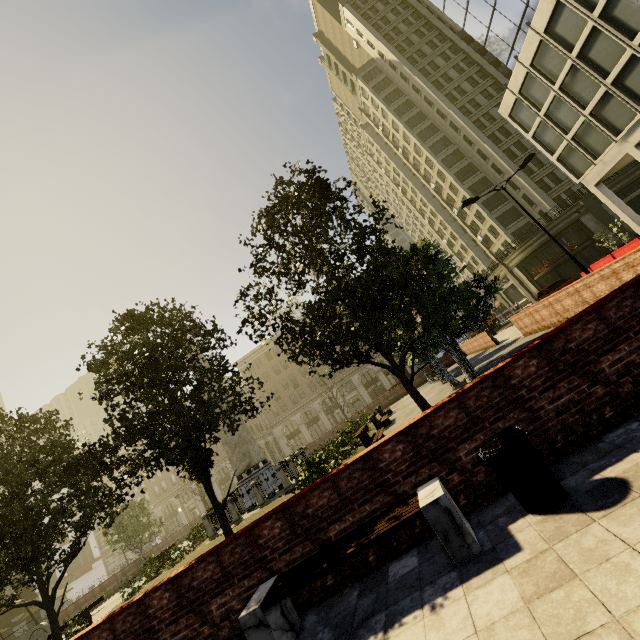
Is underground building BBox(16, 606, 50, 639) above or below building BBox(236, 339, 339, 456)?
below

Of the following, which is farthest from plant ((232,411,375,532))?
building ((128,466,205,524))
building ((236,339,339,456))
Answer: building ((128,466,205,524))

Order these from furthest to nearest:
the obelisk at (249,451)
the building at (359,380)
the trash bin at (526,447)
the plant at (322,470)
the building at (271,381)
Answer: the building at (271,381)
the building at (359,380)
the obelisk at (249,451)
the plant at (322,470)
the trash bin at (526,447)

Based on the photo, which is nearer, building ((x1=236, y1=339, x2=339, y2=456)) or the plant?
the plant

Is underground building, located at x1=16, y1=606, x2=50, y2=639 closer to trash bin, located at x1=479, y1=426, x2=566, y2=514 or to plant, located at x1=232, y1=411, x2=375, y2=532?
plant, located at x1=232, y1=411, x2=375, y2=532

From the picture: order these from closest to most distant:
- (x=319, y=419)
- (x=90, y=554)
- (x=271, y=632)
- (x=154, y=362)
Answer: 1. (x=271, y=632)
2. (x=154, y=362)
3. (x=90, y=554)
4. (x=319, y=419)

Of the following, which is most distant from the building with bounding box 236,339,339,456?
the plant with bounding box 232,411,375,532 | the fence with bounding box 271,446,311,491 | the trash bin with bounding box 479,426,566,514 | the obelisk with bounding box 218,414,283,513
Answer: the trash bin with bounding box 479,426,566,514

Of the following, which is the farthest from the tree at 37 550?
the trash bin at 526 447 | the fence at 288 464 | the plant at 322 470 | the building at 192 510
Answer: the building at 192 510
